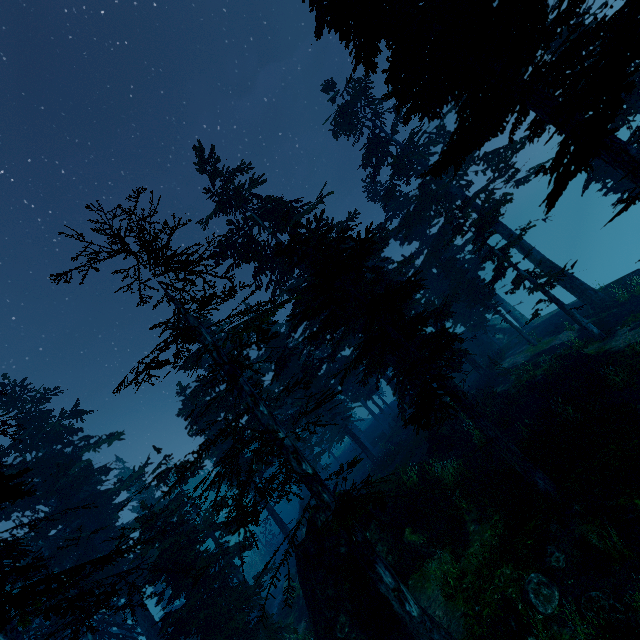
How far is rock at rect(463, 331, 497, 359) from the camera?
34.9m

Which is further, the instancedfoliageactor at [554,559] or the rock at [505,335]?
the rock at [505,335]

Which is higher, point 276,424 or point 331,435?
point 276,424

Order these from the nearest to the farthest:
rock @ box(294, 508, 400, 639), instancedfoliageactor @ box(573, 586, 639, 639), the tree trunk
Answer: instancedfoliageactor @ box(573, 586, 639, 639) → rock @ box(294, 508, 400, 639) → the tree trunk

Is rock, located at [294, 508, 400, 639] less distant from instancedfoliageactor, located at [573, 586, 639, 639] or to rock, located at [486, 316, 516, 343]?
instancedfoliageactor, located at [573, 586, 639, 639]

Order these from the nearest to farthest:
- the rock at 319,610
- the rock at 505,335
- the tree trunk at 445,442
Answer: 1. the rock at 319,610
2. the tree trunk at 445,442
3. the rock at 505,335
